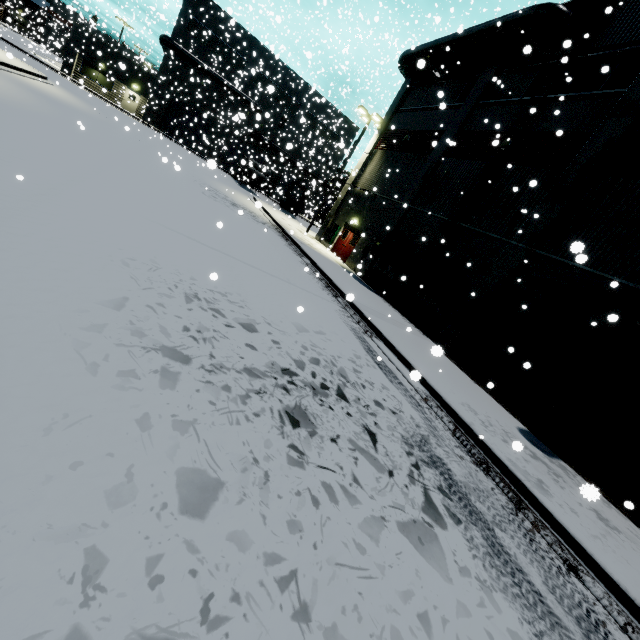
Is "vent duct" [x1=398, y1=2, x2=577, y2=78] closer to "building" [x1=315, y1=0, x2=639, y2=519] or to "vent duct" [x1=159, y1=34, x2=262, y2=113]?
"building" [x1=315, y1=0, x2=639, y2=519]

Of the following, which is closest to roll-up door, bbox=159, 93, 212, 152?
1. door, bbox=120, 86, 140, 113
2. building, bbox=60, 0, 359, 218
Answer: building, bbox=60, 0, 359, 218

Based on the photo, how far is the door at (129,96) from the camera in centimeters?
3703cm

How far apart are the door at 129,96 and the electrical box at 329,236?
28.8 meters

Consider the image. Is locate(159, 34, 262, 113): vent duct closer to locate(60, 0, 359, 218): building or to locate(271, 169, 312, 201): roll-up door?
locate(60, 0, 359, 218): building

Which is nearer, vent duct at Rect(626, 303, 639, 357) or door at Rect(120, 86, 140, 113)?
vent duct at Rect(626, 303, 639, 357)

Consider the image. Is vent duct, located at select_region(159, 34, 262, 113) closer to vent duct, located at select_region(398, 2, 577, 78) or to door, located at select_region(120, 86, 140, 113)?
door, located at select_region(120, 86, 140, 113)

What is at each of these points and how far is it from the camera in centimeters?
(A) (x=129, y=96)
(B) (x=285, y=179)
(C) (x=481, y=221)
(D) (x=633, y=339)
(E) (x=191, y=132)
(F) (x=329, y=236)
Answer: (A) door, 3738cm
(B) roll-up door, 3369cm
(C) building, 1404cm
(D) vent duct, 787cm
(E) roll-up door, 4119cm
(F) electrical box, 2464cm
